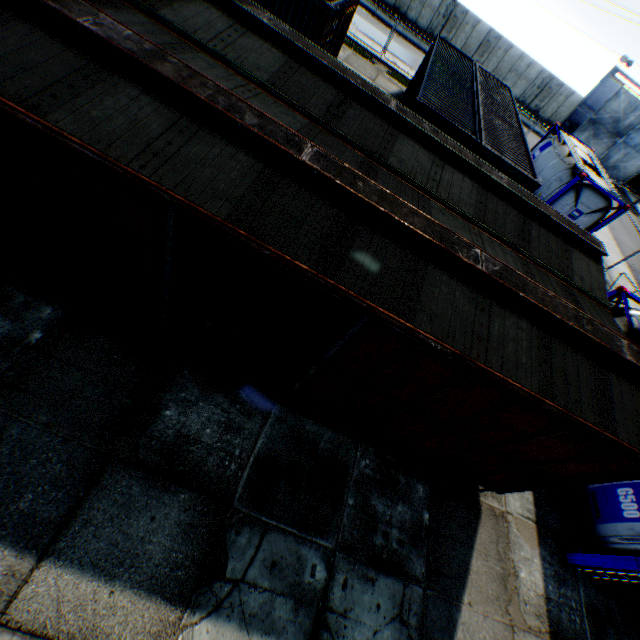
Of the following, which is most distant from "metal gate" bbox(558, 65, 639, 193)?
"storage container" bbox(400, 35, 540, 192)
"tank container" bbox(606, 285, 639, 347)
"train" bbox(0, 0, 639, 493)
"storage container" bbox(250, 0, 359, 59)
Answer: "train" bbox(0, 0, 639, 493)

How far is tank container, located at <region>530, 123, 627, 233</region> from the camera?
15.32m

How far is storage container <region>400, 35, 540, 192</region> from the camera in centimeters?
1088cm

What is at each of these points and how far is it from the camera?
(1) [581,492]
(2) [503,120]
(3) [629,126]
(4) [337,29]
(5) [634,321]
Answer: (1) tank container, 7.8 meters
(2) storage container, 14.4 meters
(3) metal gate, 30.6 meters
(4) storage container, 14.2 meters
(5) tank container, 9.0 meters

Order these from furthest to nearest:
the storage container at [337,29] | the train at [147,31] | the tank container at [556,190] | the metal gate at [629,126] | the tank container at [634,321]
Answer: the metal gate at [629,126] → the tank container at [556,190] → the storage container at [337,29] → the tank container at [634,321] → the train at [147,31]

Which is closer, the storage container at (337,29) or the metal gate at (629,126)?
the storage container at (337,29)

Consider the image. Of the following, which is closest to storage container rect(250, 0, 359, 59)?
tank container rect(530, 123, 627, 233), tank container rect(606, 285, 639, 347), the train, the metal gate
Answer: the train

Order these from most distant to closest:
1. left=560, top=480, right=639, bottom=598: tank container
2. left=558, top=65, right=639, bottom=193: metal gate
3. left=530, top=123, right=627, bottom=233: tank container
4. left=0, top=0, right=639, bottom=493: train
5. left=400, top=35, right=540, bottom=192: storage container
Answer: left=558, top=65, right=639, bottom=193: metal gate
left=530, top=123, right=627, bottom=233: tank container
left=400, top=35, right=540, bottom=192: storage container
left=560, top=480, right=639, bottom=598: tank container
left=0, top=0, right=639, bottom=493: train
